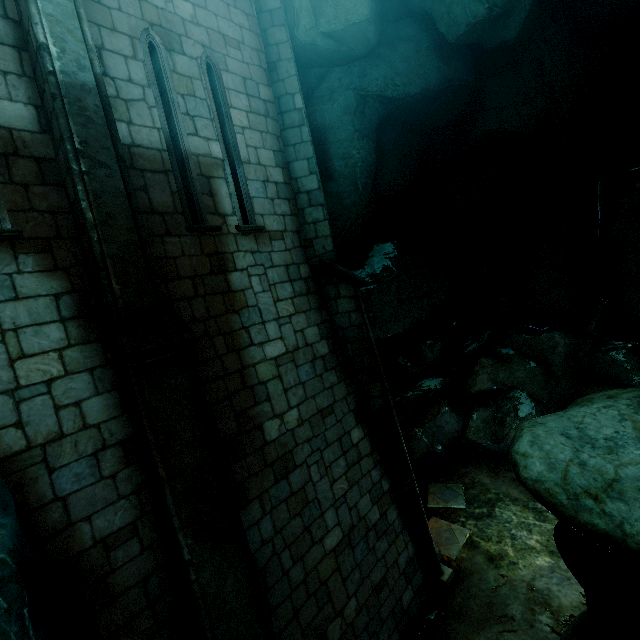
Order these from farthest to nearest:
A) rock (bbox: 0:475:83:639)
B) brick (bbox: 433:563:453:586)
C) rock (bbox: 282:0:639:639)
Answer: brick (bbox: 433:563:453:586) → rock (bbox: 282:0:639:639) → rock (bbox: 0:475:83:639)

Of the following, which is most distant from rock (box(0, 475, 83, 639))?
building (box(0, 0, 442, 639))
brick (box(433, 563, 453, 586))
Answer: brick (box(433, 563, 453, 586))

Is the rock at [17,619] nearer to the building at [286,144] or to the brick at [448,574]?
the building at [286,144]

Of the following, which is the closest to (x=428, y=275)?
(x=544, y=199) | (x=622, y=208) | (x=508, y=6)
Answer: (x=544, y=199)

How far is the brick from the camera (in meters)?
7.33

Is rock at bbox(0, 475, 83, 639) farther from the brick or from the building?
the brick
